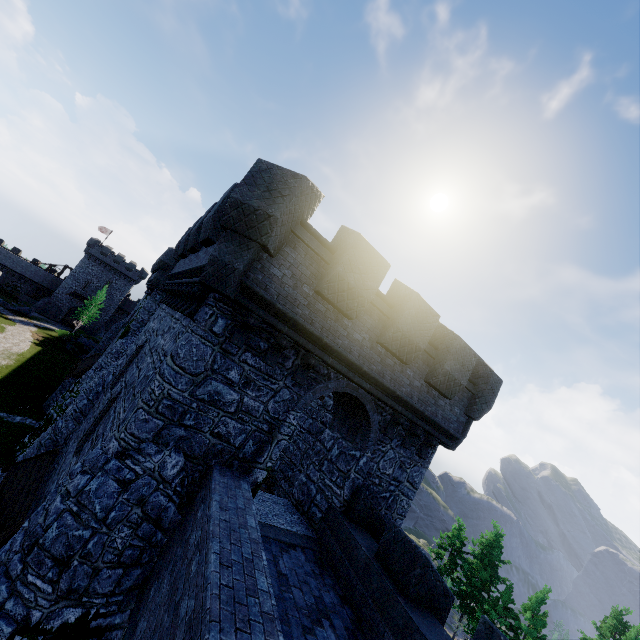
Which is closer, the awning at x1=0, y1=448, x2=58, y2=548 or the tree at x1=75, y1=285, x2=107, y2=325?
the awning at x1=0, y1=448, x2=58, y2=548

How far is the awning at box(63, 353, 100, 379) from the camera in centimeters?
Result: 2378cm

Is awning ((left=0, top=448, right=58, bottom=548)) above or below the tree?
above

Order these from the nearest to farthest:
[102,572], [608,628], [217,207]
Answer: [102,572], [217,207], [608,628]

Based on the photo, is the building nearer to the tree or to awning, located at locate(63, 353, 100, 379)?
awning, located at locate(63, 353, 100, 379)

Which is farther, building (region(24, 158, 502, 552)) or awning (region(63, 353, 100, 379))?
awning (region(63, 353, 100, 379))

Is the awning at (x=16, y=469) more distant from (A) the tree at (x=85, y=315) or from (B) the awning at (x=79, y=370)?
(A) the tree at (x=85, y=315)

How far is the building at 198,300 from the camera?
7.2m
